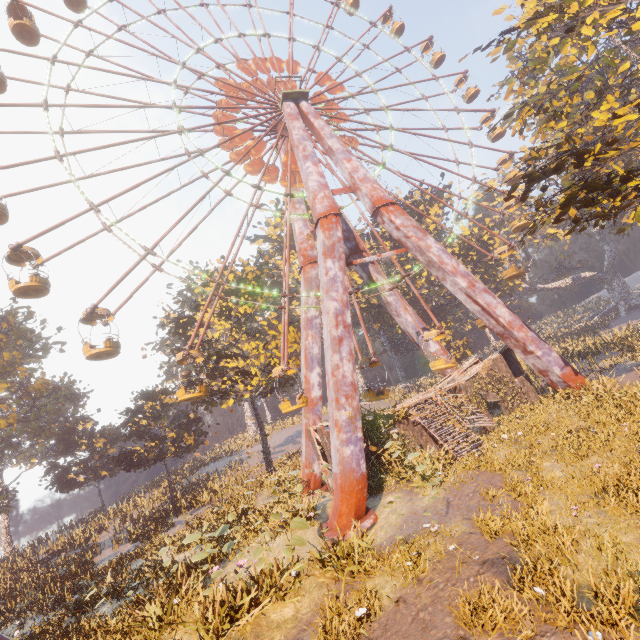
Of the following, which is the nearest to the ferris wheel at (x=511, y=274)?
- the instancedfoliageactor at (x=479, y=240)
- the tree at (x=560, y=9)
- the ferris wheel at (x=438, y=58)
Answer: the ferris wheel at (x=438, y=58)

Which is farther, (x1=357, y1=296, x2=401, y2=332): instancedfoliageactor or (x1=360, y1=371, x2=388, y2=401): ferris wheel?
(x1=357, y1=296, x2=401, y2=332): instancedfoliageactor

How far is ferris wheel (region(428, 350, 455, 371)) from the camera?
21.2m

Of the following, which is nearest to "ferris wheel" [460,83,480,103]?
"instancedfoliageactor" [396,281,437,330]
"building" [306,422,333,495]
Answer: "instancedfoliageactor" [396,281,437,330]

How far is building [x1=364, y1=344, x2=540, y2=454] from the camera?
17.14m

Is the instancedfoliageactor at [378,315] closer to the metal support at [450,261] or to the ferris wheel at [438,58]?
the metal support at [450,261]

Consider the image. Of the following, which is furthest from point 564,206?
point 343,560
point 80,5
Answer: point 80,5

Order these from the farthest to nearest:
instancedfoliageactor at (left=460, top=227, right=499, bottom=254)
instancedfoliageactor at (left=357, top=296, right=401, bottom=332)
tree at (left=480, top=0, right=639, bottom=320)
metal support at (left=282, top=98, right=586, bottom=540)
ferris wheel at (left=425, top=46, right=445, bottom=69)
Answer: instancedfoliageactor at (left=357, top=296, right=401, bottom=332)
instancedfoliageactor at (left=460, top=227, right=499, bottom=254)
ferris wheel at (left=425, top=46, right=445, bottom=69)
metal support at (left=282, top=98, right=586, bottom=540)
tree at (left=480, top=0, right=639, bottom=320)
